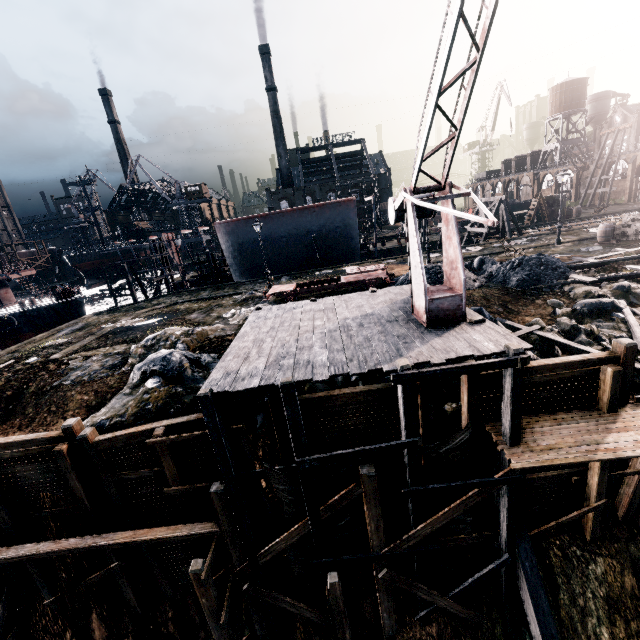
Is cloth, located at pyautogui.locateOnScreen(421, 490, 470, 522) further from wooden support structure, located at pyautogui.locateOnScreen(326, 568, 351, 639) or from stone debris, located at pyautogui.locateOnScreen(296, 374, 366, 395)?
stone debris, located at pyautogui.locateOnScreen(296, 374, 366, 395)

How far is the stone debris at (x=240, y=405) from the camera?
11.2 meters

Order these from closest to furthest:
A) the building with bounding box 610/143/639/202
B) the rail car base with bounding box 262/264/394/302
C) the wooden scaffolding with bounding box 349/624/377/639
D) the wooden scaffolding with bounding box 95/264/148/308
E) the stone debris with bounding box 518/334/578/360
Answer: the wooden scaffolding with bounding box 349/624/377/639
the stone debris with bounding box 518/334/578/360
the rail car base with bounding box 262/264/394/302
the wooden scaffolding with bounding box 95/264/148/308
the building with bounding box 610/143/639/202

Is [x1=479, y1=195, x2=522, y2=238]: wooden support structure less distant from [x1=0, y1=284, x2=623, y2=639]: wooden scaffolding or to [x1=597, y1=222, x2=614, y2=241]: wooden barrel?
[x1=597, y1=222, x2=614, y2=241]: wooden barrel

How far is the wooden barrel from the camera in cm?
2464

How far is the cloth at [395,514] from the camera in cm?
976

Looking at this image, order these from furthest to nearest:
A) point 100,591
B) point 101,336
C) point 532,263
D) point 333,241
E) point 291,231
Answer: point 333,241, point 291,231, point 101,336, point 532,263, point 100,591

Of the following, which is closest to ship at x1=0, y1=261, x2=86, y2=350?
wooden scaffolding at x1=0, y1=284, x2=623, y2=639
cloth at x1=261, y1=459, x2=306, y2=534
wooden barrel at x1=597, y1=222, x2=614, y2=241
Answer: wooden scaffolding at x1=0, y1=284, x2=623, y2=639
